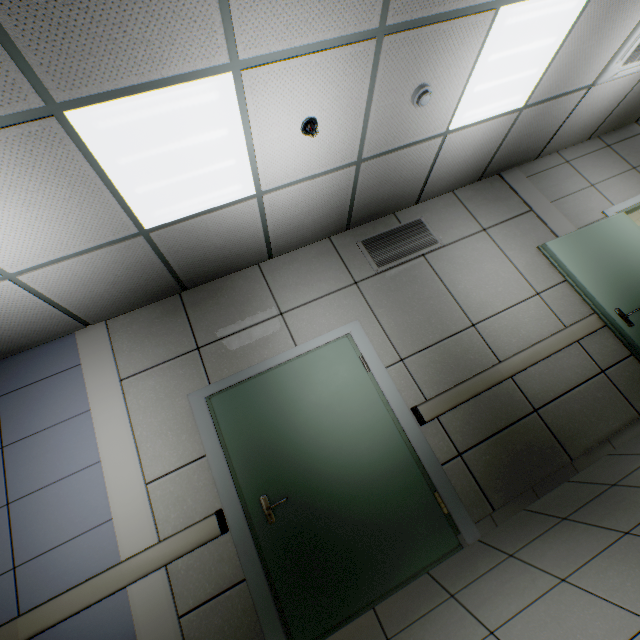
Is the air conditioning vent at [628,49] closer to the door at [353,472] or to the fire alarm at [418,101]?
the fire alarm at [418,101]

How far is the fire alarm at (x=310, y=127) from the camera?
2.4m

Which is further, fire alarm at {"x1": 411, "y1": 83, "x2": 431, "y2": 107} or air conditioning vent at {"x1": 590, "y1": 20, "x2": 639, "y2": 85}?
air conditioning vent at {"x1": 590, "y1": 20, "x2": 639, "y2": 85}

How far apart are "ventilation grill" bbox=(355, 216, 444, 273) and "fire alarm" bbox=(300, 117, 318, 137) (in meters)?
1.58

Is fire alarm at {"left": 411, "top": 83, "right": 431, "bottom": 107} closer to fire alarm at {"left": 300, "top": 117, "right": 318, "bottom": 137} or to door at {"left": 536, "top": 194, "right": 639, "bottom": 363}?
fire alarm at {"left": 300, "top": 117, "right": 318, "bottom": 137}

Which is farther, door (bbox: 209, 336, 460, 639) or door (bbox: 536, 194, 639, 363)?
door (bbox: 536, 194, 639, 363)

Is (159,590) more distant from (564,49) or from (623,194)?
(623,194)

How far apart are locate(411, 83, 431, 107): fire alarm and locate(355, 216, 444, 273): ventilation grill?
1.41m
